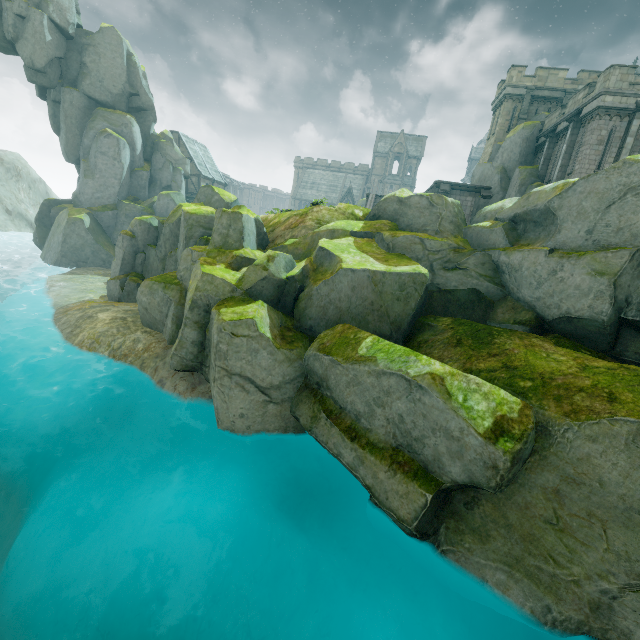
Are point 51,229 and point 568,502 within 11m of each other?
no

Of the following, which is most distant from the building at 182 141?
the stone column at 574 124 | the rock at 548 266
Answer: the stone column at 574 124

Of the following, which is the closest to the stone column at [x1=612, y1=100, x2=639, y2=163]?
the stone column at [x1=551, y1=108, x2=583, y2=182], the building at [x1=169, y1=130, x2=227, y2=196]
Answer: the stone column at [x1=551, y1=108, x2=583, y2=182]

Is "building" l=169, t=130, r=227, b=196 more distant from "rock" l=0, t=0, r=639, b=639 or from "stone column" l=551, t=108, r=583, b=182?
"stone column" l=551, t=108, r=583, b=182

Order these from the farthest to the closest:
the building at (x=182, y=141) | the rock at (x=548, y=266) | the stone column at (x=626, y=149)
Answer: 1. the building at (x=182, y=141)
2. the stone column at (x=626, y=149)
3. the rock at (x=548, y=266)

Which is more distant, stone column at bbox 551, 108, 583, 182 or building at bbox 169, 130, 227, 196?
building at bbox 169, 130, 227, 196

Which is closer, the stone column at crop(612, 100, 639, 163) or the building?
the stone column at crop(612, 100, 639, 163)
